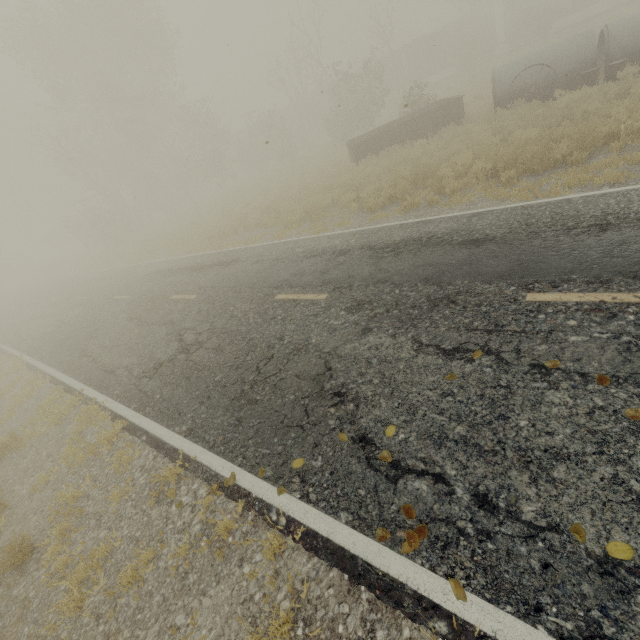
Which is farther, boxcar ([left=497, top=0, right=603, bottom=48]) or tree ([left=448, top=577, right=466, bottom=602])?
boxcar ([left=497, top=0, right=603, bottom=48])

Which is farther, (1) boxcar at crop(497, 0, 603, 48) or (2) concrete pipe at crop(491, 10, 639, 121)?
(1) boxcar at crop(497, 0, 603, 48)

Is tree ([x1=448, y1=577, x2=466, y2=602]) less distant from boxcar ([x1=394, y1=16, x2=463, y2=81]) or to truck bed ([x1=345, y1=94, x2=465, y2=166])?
truck bed ([x1=345, y1=94, x2=465, y2=166])

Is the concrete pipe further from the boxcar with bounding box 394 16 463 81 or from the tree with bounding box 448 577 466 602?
the boxcar with bounding box 394 16 463 81

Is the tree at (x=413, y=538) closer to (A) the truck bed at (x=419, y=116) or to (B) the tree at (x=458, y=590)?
(B) the tree at (x=458, y=590)

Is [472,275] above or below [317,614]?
above

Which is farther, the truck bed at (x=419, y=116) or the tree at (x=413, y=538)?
the truck bed at (x=419, y=116)

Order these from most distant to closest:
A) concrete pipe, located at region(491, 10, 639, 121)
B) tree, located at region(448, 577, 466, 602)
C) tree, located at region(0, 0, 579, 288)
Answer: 1. tree, located at region(0, 0, 579, 288)
2. concrete pipe, located at region(491, 10, 639, 121)
3. tree, located at region(448, 577, 466, 602)
